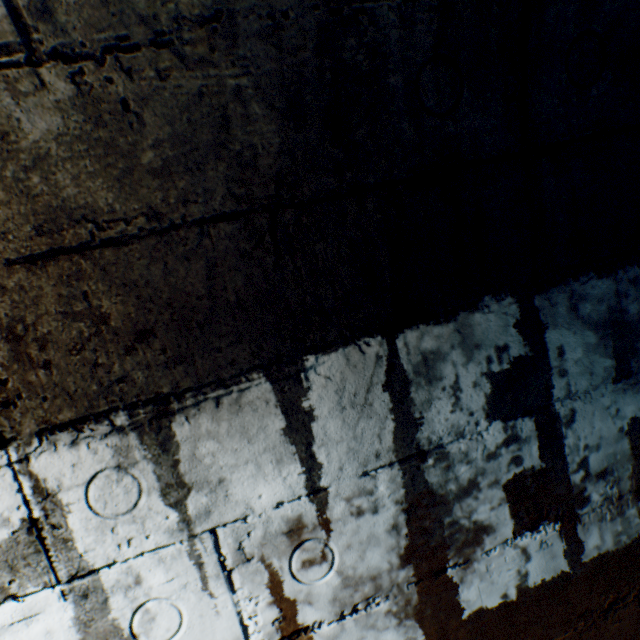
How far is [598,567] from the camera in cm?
94
